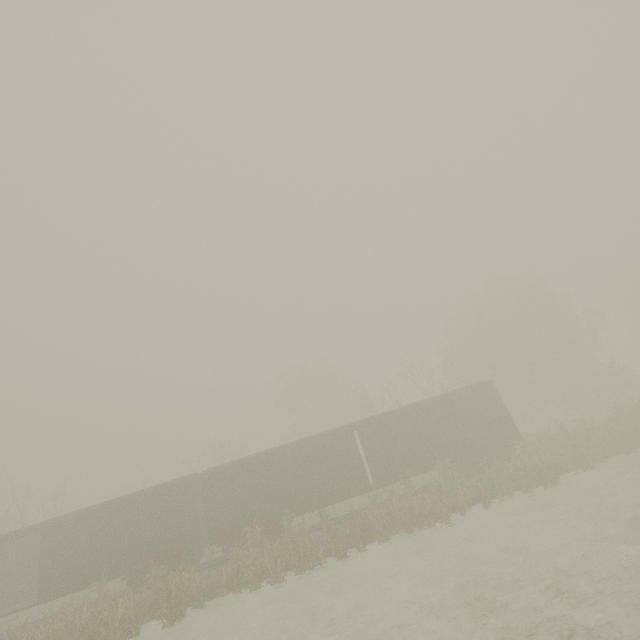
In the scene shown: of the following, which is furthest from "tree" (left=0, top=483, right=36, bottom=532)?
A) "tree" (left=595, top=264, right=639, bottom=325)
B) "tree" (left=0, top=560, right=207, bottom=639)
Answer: "tree" (left=595, top=264, right=639, bottom=325)

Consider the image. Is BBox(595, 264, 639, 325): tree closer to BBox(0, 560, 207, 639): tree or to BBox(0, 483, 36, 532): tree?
BBox(0, 560, 207, 639): tree

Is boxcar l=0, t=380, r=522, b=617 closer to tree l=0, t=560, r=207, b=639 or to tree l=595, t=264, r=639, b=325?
tree l=0, t=560, r=207, b=639

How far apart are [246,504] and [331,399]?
23.5m

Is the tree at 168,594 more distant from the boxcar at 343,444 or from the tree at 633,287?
the tree at 633,287

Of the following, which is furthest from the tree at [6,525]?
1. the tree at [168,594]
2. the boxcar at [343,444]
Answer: the boxcar at [343,444]

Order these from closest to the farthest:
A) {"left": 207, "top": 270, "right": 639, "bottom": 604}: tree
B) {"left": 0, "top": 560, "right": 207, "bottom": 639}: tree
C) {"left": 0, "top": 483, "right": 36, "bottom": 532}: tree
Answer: {"left": 0, "top": 560, "right": 207, "bottom": 639}: tree < {"left": 207, "top": 270, "right": 639, "bottom": 604}: tree < {"left": 0, "top": 483, "right": 36, "bottom": 532}: tree
